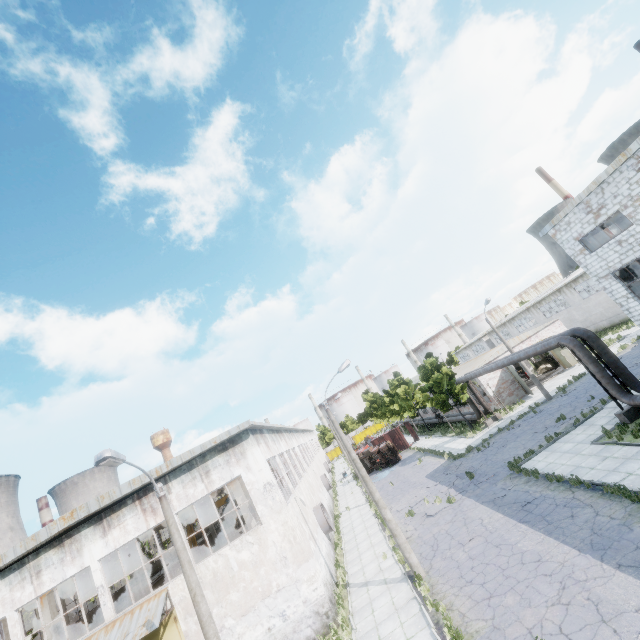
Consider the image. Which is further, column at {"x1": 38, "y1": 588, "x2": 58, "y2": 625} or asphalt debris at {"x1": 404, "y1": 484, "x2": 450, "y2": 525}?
asphalt debris at {"x1": 404, "y1": 484, "x2": 450, "y2": 525}

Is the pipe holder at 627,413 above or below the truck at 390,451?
below

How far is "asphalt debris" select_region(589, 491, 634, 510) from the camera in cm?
1170

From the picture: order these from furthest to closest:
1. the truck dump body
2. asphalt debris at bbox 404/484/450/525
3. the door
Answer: the truck dump body < asphalt debris at bbox 404/484/450/525 < the door

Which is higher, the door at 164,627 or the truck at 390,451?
the door at 164,627

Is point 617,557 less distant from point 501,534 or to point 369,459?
point 501,534

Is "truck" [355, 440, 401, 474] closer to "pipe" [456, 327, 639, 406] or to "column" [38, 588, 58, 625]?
"pipe" [456, 327, 639, 406]

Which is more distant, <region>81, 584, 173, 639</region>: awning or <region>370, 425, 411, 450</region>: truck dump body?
<region>370, 425, 411, 450</region>: truck dump body
